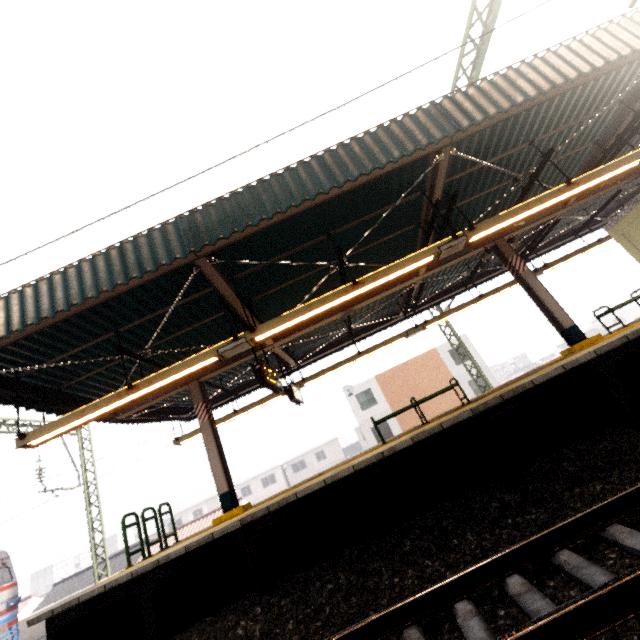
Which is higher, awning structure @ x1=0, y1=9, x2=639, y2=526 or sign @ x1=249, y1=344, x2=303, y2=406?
awning structure @ x1=0, y1=9, x2=639, y2=526

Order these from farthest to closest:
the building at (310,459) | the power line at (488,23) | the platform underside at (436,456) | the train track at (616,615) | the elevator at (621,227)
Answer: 1. the building at (310,459)
2. the elevator at (621,227)
3. the power line at (488,23)
4. the platform underside at (436,456)
5. the train track at (616,615)

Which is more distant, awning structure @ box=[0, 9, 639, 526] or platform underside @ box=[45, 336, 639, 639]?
awning structure @ box=[0, 9, 639, 526]

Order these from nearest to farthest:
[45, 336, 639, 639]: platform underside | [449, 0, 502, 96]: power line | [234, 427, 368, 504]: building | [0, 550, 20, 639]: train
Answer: [45, 336, 639, 639]: platform underside < [449, 0, 502, 96]: power line < [0, 550, 20, 639]: train < [234, 427, 368, 504]: building

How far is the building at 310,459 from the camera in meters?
48.6

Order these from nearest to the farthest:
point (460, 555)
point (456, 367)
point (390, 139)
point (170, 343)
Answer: point (460, 555) < point (390, 139) < point (170, 343) < point (456, 367)

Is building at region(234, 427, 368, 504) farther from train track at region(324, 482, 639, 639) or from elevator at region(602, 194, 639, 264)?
train track at region(324, 482, 639, 639)

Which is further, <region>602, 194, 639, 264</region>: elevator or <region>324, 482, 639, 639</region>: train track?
<region>602, 194, 639, 264</region>: elevator
